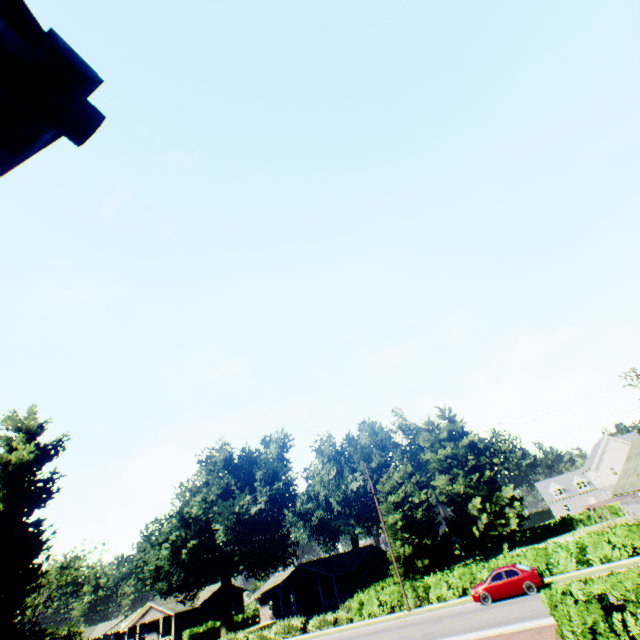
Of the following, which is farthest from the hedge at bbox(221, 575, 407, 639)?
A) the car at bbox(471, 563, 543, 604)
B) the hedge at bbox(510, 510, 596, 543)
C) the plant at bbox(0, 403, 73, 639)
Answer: the hedge at bbox(510, 510, 596, 543)

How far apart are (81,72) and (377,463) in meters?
65.1

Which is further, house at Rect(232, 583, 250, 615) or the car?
house at Rect(232, 583, 250, 615)

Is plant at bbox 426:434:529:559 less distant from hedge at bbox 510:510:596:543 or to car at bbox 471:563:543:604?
hedge at bbox 510:510:596:543

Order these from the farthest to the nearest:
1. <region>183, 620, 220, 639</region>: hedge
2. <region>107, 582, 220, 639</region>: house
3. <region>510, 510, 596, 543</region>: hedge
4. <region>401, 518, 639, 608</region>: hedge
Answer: <region>510, 510, 596, 543</region>: hedge < <region>107, 582, 220, 639</region>: house < <region>183, 620, 220, 639</region>: hedge < <region>401, 518, 639, 608</region>: hedge

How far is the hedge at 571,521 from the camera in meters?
53.8 m

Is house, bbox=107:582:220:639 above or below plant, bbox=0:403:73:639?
below

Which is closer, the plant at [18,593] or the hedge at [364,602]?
the plant at [18,593]
